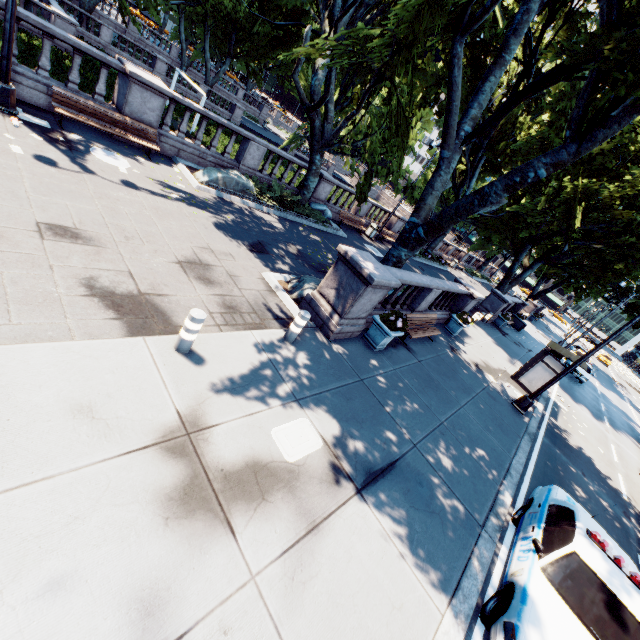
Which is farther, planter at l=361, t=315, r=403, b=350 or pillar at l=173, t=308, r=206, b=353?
planter at l=361, t=315, r=403, b=350

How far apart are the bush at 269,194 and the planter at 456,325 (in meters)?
10.03

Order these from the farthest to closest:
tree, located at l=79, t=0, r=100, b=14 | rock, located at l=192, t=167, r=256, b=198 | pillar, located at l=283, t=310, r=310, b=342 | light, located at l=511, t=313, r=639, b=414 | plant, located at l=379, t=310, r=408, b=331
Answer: tree, located at l=79, t=0, r=100, b=14 → rock, located at l=192, t=167, r=256, b=198 → light, located at l=511, t=313, r=639, b=414 → plant, located at l=379, t=310, r=408, b=331 → pillar, located at l=283, t=310, r=310, b=342

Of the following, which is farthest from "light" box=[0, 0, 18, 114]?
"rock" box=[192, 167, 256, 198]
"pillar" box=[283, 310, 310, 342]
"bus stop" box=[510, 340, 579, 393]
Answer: "bus stop" box=[510, 340, 579, 393]

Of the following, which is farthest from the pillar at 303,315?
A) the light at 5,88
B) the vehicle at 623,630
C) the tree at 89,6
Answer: the light at 5,88

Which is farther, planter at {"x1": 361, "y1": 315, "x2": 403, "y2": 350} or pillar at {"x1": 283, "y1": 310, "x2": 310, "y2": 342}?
planter at {"x1": 361, "y1": 315, "x2": 403, "y2": 350}

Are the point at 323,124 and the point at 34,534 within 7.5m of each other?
no

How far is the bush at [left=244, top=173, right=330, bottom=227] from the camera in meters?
15.0 m
